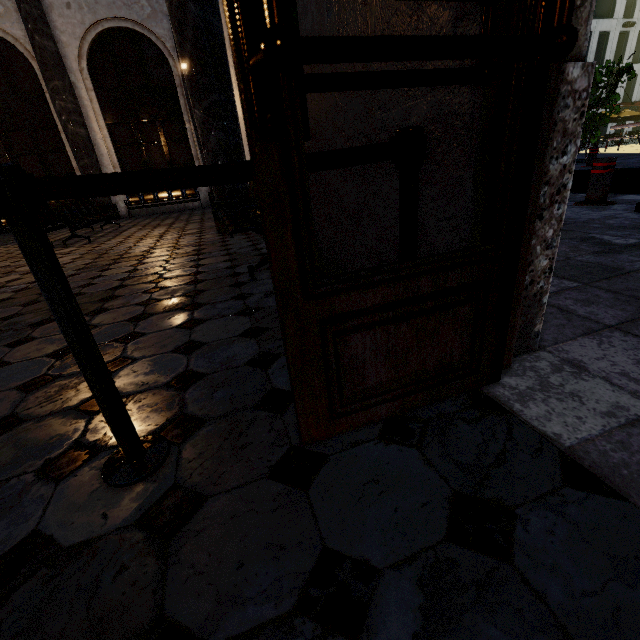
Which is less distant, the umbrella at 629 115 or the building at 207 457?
the building at 207 457

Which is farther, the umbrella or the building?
the umbrella

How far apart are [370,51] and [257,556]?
1.1m
